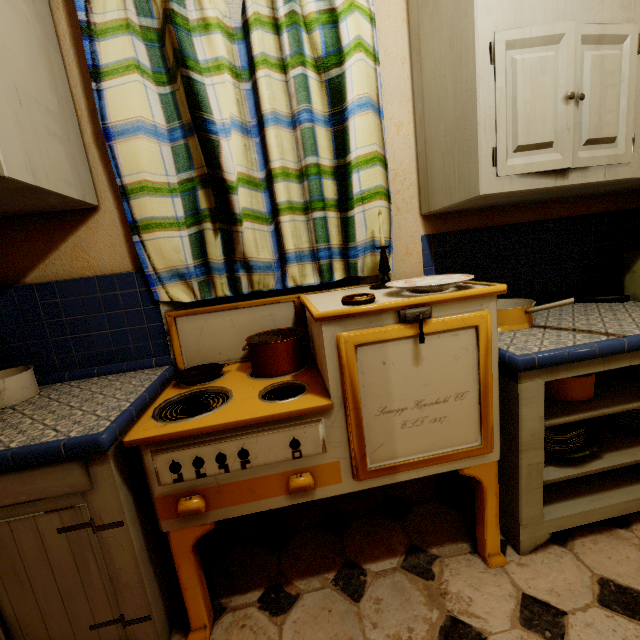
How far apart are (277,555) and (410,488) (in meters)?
0.72

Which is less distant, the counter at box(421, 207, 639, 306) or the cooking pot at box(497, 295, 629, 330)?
the cooking pot at box(497, 295, 629, 330)

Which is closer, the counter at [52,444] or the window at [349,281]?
the counter at [52,444]

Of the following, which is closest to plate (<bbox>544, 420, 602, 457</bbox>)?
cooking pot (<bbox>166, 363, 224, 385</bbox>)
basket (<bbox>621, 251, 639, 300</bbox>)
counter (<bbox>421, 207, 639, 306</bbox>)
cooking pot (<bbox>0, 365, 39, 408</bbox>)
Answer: counter (<bbox>421, 207, 639, 306</bbox>)

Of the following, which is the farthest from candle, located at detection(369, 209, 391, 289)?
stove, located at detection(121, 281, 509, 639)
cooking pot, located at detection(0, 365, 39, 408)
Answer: cooking pot, located at detection(0, 365, 39, 408)

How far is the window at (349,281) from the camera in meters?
1.6 m

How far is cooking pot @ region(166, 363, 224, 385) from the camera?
1.3m

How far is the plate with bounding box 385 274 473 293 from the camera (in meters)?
1.02
